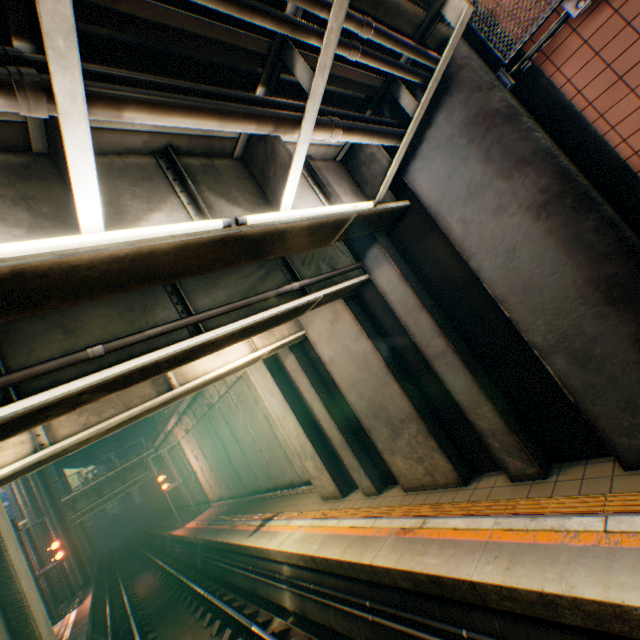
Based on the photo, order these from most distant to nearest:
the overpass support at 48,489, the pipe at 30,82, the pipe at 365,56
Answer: the overpass support at 48,489
the pipe at 365,56
the pipe at 30,82

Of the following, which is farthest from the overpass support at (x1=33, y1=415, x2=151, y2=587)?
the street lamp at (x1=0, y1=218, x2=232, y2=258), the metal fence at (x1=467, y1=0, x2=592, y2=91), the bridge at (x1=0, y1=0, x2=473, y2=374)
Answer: the street lamp at (x1=0, y1=218, x2=232, y2=258)

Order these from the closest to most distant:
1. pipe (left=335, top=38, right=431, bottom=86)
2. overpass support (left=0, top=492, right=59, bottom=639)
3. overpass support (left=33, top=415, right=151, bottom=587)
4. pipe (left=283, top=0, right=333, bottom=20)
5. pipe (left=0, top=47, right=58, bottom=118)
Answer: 1. pipe (left=0, top=47, right=58, bottom=118)
2. pipe (left=283, top=0, right=333, bottom=20)
3. pipe (left=335, top=38, right=431, bottom=86)
4. overpass support (left=0, top=492, right=59, bottom=639)
5. overpass support (left=33, top=415, right=151, bottom=587)

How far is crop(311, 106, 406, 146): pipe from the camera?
3.4m

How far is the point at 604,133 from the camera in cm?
→ 365

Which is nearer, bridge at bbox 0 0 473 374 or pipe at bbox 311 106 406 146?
bridge at bbox 0 0 473 374

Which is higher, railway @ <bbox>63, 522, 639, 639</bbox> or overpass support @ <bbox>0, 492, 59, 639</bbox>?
overpass support @ <bbox>0, 492, 59, 639</bbox>

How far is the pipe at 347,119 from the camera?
3.4 meters
